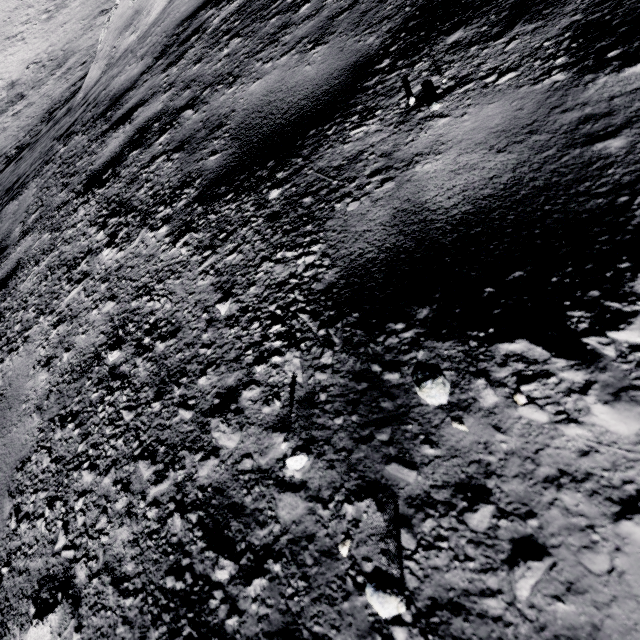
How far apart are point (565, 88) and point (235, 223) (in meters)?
1.12
